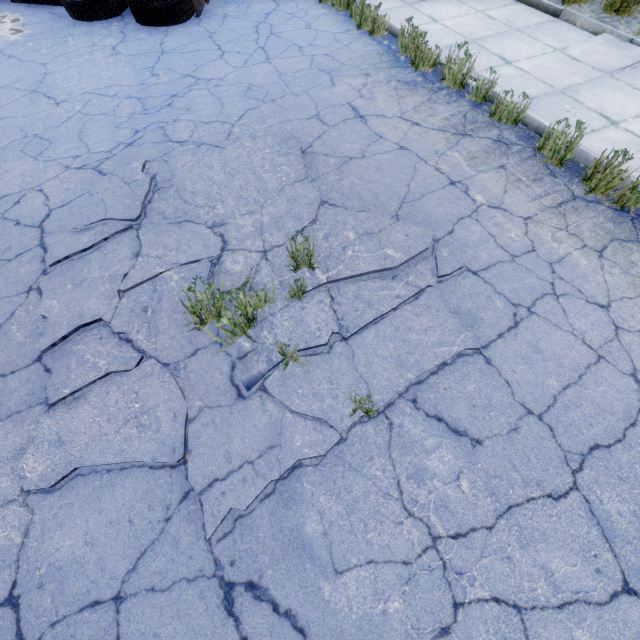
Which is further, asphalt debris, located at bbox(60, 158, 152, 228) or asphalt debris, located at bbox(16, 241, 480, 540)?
asphalt debris, located at bbox(60, 158, 152, 228)

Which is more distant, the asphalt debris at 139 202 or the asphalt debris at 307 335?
the asphalt debris at 139 202

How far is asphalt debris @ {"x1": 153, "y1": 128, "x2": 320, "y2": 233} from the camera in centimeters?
346cm

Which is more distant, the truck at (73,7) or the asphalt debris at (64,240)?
the truck at (73,7)

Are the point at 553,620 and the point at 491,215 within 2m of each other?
no
